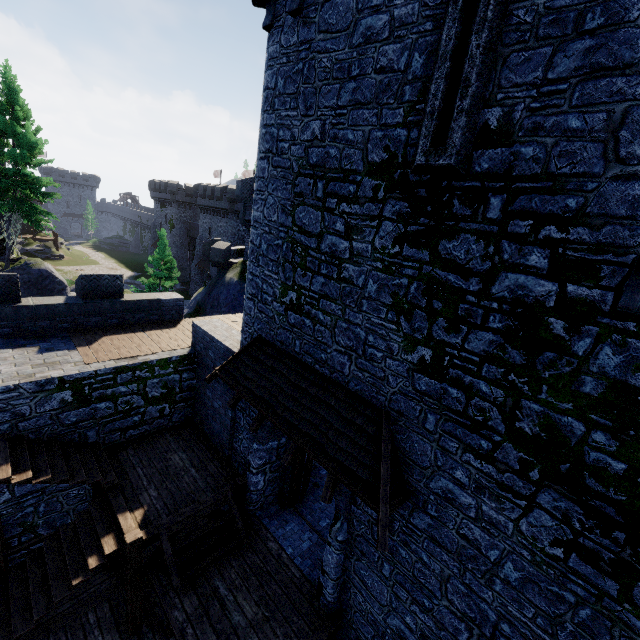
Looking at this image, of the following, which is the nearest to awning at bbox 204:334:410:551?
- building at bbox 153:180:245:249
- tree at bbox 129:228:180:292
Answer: tree at bbox 129:228:180:292

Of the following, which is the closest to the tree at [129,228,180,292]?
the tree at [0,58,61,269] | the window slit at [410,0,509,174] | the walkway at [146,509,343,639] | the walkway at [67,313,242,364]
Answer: the tree at [0,58,61,269]

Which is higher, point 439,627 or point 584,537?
point 584,537

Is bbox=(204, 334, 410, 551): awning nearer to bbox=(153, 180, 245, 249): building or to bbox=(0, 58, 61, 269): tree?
bbox=(0, 58, 61, 269): tree

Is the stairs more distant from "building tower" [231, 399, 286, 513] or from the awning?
the awning

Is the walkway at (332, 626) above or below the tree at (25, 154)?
below

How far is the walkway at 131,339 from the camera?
10.4m

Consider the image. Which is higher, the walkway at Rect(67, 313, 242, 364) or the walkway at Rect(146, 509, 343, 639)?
the walkway at Rect(67, 313, 242, 364)
